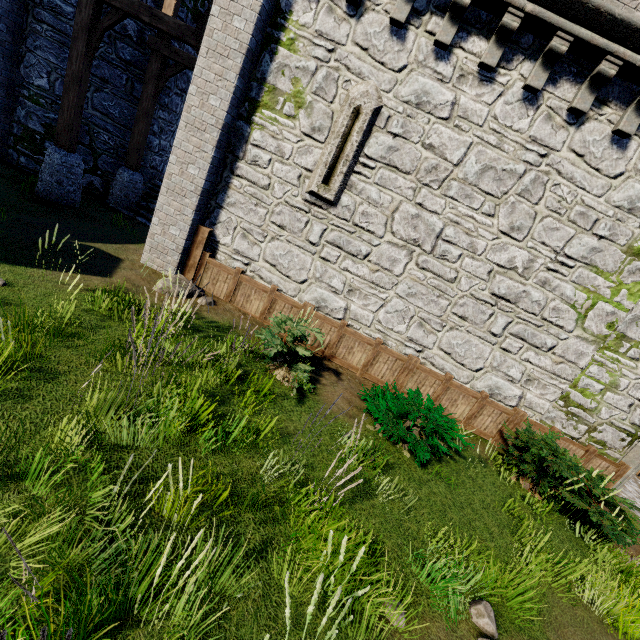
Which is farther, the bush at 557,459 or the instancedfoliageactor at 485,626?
the bush at 557,459

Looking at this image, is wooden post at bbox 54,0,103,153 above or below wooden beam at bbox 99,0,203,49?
below

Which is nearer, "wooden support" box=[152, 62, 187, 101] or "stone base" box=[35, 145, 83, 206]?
"stone base" box=[35, 145, 83, 206]

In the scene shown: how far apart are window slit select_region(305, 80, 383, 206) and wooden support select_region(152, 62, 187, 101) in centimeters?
662cm

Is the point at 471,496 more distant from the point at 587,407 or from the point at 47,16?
the point at 47,16

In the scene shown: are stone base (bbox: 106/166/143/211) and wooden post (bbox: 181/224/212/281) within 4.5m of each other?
no

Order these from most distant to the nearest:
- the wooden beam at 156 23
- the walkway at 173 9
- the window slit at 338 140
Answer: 1. the walkway at 173 9
2. the wooden beam at 156 23
3. the window slit at 338 140

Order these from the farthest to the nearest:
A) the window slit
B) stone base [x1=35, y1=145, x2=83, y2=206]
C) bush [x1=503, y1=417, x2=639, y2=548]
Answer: stone base [x1=35, y1=145, x2=83, y2=206], the window slit, bush [x1=503, y1=417, x2=639, y2=548]
